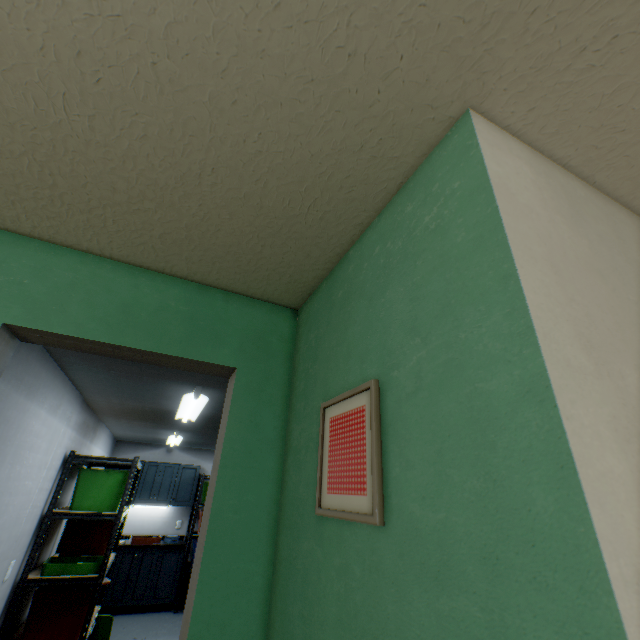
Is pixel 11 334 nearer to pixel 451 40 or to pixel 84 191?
pixel 84 191

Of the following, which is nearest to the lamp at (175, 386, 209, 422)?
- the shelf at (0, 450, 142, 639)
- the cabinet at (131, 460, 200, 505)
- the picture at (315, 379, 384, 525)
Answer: the shelf at (0, 450, 142, 639)

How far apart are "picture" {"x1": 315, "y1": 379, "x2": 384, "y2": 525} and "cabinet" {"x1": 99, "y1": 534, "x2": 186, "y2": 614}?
6.0 meters

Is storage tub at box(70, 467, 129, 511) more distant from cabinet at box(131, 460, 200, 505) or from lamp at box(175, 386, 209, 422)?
cabinet at box(131, 460, 200, 505)

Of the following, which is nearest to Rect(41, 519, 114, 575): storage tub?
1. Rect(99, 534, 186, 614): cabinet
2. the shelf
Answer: the shelf

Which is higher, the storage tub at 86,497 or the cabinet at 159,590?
the storage tub at 86,497

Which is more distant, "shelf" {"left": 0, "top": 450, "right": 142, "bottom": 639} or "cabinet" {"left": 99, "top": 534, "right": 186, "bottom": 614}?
"cabinet" {"left": 99, "top": 534, "right": 186, "bottom": 614}

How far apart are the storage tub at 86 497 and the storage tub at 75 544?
0.1m
